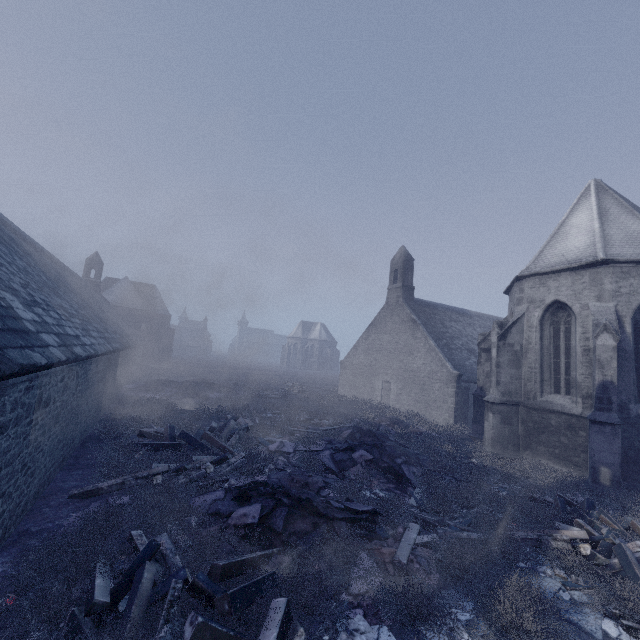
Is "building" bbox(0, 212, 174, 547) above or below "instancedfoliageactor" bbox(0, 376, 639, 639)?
above

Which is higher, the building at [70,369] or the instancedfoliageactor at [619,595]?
the building at [70,369]

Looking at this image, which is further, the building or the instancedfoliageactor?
the building

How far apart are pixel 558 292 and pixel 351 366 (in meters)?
19.34

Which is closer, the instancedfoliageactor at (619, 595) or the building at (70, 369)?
the instancedfoliageactor at (619, 595)
